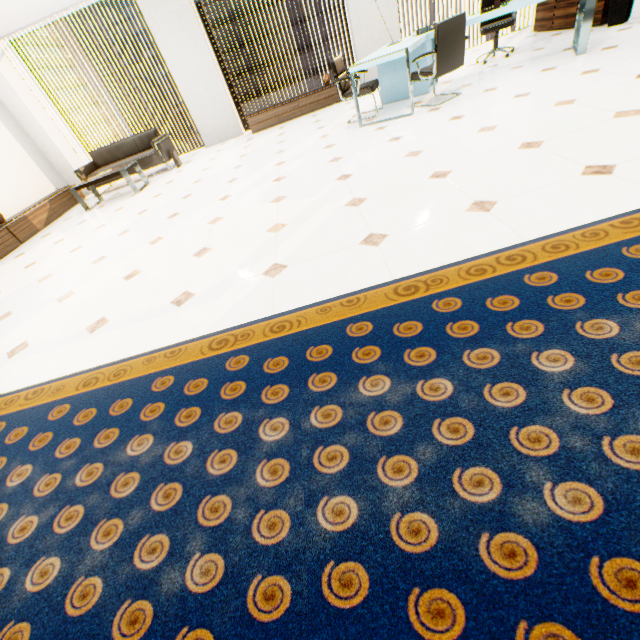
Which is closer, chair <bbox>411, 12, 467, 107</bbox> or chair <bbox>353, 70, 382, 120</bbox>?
chair <bbox>411, 12, 467, 107</bbox>

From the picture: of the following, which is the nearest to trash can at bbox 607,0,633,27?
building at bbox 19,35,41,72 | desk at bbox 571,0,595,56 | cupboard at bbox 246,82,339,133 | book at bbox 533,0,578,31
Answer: book at bbox 533,0,578,31

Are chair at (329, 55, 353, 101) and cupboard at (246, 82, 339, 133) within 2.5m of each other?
yes

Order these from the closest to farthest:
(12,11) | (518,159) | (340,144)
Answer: (518,159) < (340,144) < (12,11)

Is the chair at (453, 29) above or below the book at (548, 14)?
above

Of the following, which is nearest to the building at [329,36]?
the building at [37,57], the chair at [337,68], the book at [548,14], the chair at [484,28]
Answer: the building at [37,57]

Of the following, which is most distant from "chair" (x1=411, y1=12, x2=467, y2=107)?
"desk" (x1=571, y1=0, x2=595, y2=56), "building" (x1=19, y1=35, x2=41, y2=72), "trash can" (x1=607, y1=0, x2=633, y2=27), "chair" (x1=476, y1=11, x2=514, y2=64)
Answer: "building" (x1=19, y1=35, x2=41, y2=72)

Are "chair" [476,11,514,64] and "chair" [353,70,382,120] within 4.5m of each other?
yes
